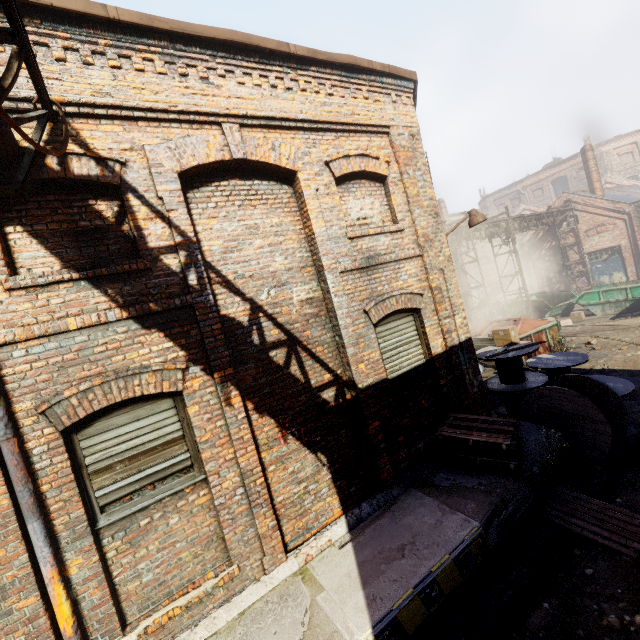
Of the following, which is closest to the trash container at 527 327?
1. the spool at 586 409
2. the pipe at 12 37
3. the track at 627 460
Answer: the spool at 586 409

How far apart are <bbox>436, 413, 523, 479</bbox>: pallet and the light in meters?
3.3

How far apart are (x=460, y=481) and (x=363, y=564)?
2.2m

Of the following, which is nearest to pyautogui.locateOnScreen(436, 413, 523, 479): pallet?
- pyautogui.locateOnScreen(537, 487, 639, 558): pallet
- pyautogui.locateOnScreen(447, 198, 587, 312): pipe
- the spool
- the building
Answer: the building

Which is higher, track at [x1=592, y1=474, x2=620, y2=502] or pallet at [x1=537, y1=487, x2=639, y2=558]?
pallet at [x1=537, y1=487, x2=639, y2=558]

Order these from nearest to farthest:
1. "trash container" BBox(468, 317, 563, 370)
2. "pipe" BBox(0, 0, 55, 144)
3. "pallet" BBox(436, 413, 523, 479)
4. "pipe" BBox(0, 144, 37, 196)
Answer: "pipe" BBox(0, 0, 55, 144)
"pipe" BBox(0, 144, 37, 196)
"pallet" BBox(436, 413, 523, 479)
"trash container" BBox(468, 317, 563, 370)

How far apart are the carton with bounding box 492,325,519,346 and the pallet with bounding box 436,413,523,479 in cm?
354

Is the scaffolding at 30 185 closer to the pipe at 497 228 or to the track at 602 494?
the track at 602 494
